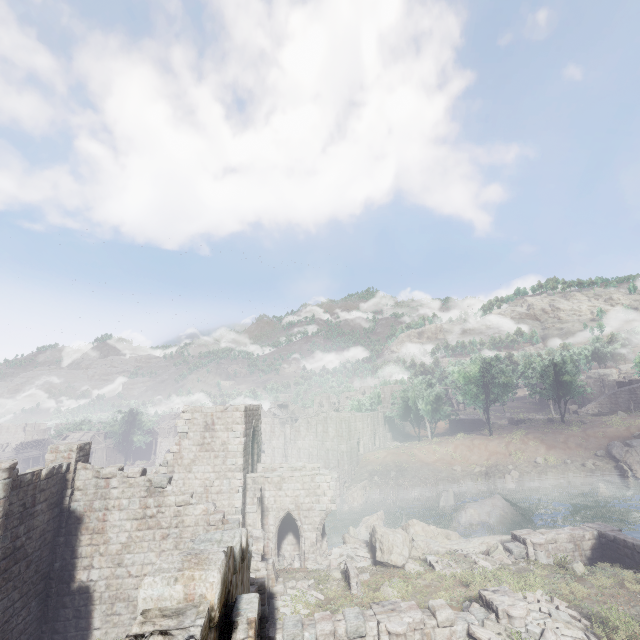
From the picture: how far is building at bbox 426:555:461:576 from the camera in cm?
1652

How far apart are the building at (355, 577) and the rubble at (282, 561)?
5.1m

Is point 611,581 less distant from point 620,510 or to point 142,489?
point 142,489

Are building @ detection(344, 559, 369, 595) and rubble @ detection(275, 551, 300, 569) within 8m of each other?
yes

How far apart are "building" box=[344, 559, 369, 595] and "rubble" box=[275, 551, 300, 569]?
5.09m

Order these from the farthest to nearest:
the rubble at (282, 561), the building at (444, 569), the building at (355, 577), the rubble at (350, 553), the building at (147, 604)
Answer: the rubble at (282, 561) → the rubble at (350, 553) → the building at (444, 569) → the building at (355, 577) → the building at (147, 604)

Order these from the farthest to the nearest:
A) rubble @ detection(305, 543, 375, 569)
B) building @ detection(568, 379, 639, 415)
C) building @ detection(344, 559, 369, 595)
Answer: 1. building @ detection(568, 379, 639, 415)
2. rubble @ detection(305, 543, 375, 569)
3. building @ detection(344, 559, 369, 595)

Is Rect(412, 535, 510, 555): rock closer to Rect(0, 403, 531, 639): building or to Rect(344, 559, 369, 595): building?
Rect(0, 403, 531, 639): building
